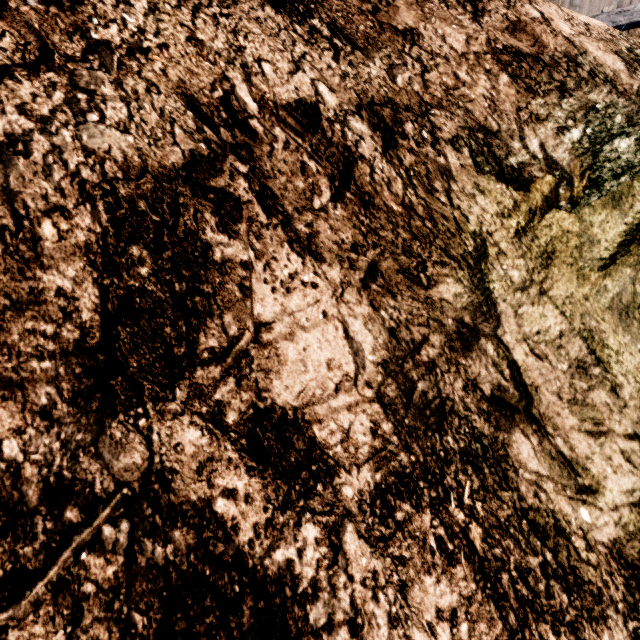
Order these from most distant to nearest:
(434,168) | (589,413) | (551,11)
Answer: (551,11) < (434,168) < (589,413)
